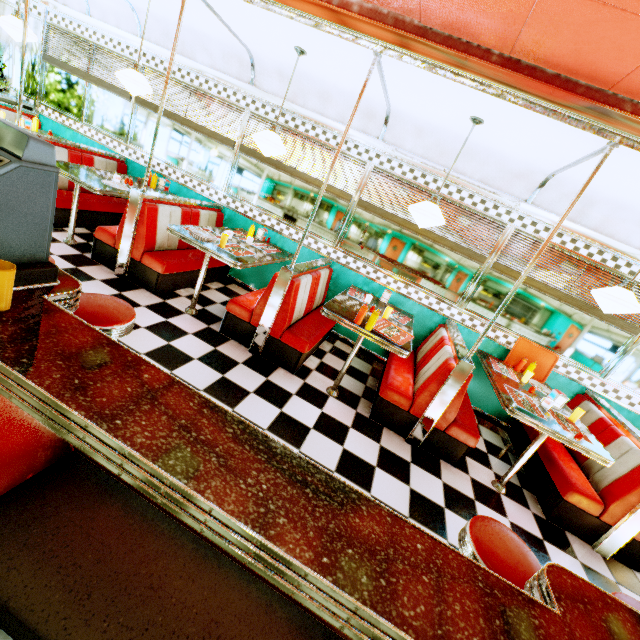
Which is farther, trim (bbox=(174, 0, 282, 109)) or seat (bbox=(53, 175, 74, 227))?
seat (bbox=(53, 175, 74, 227))

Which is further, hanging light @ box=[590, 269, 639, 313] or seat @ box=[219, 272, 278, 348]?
seat @ box=[219, 272, 278, 348]

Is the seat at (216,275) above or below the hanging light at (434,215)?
below

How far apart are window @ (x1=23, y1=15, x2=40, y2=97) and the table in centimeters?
857cm

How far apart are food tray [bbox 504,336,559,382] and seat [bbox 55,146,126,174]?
6.3 meters

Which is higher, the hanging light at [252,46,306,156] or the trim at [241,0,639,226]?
the trim at [241,0,639,226]

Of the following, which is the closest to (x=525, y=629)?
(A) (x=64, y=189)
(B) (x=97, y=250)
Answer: (B) (x=97, y=250)

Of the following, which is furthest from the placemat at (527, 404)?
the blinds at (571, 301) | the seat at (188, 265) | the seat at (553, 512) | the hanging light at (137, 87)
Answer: the hanging light at (137, 87)
